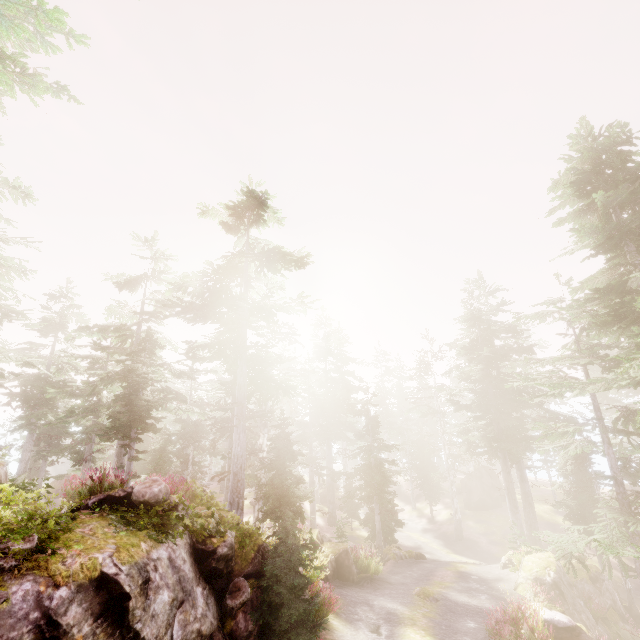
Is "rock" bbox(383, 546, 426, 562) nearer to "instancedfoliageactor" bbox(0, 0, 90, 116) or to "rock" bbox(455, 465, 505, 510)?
"instancedfoliageactor" bbox(0, 0, 90, 116)

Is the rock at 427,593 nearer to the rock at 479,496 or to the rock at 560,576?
the rock at 560,576

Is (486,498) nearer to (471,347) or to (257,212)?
(471,347)

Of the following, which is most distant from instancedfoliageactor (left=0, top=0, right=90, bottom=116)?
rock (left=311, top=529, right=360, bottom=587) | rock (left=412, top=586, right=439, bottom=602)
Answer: rock (left=412, top=586, right=439, bottom=602)

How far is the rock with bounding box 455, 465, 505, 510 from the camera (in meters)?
39.34

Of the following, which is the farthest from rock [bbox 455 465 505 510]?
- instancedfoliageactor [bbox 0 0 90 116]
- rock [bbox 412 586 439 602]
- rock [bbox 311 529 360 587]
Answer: rock [bbox 412 586 439 602]

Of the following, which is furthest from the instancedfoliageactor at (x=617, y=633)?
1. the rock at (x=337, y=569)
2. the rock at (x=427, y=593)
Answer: the rock at (x=427, y=593)

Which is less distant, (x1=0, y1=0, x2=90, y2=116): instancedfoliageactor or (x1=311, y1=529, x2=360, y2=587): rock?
(x1=0, y1=0, x2=90, y2=116): instancedfoliageactor
